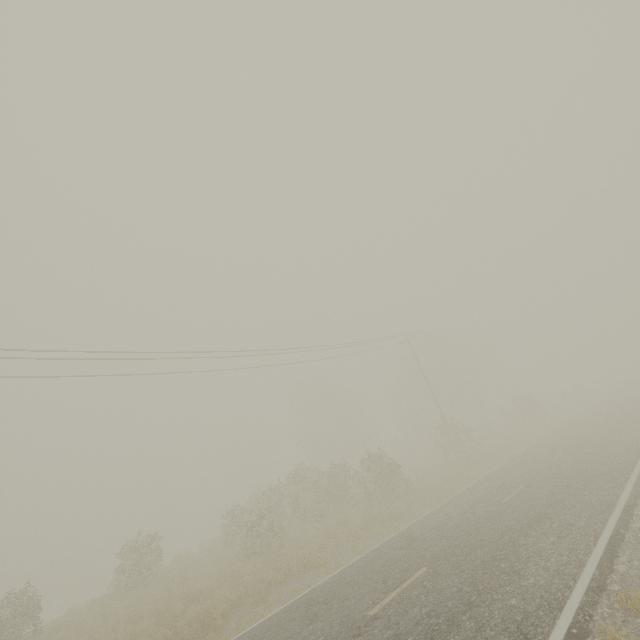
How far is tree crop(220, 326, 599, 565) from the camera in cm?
1969

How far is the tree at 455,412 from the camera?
19.7 meters

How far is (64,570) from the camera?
54.3 meters
